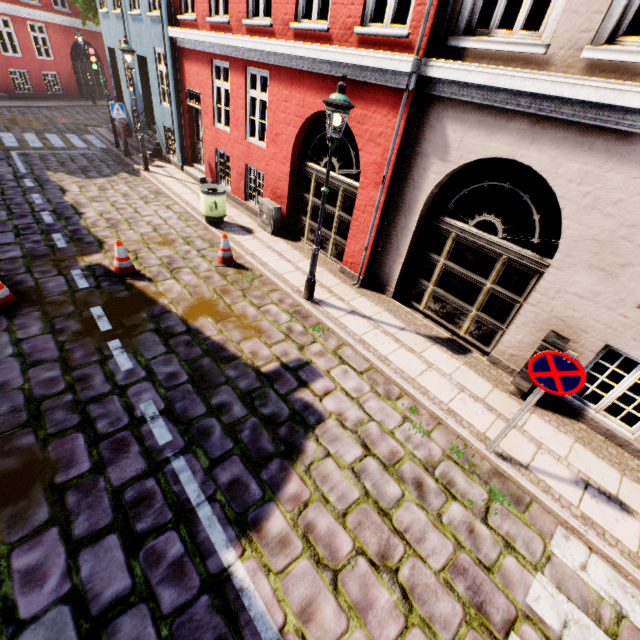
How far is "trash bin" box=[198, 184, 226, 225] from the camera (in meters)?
8.84

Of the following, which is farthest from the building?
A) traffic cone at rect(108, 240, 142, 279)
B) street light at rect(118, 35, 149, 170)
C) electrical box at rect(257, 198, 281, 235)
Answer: traffic cone at rect(108, 240, 142, 279)

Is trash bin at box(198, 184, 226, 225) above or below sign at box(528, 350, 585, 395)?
below

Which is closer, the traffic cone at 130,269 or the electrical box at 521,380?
the electrical box at 521,380

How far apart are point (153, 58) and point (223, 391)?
13.9 meters

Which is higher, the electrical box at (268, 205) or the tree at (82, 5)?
the tree at (82, 5)

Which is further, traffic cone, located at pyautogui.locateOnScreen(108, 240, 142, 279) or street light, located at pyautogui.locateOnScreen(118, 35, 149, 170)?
street light, located at pyautogui.locateOnScreen(118, 35, 149, 170)

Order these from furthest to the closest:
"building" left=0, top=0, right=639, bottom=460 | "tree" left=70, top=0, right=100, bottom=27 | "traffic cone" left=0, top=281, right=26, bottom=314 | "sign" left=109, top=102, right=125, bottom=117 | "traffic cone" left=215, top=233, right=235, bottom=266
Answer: "tree" left=70, top=0, right=100, bottom=27 → "sign" left=109, top=102, right=125, bottom=117 → "traffic cone" left=215, top=233, right=235, bottom=266 → "traffic cone" left=0, top=281, right=26, bottom=314 → "building" left=0, top=0, right=639, bottom=460
